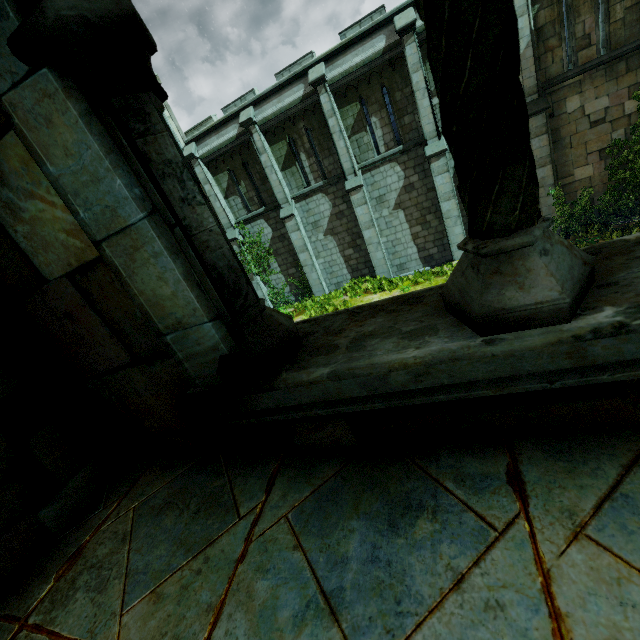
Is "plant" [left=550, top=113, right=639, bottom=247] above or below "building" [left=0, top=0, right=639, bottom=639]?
below

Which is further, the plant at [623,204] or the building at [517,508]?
the plant at [623,204]

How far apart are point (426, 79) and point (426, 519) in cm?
1590

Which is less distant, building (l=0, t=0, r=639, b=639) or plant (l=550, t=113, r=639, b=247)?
building (l=0, t=0, r=639, b=639)

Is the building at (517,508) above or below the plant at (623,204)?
above
